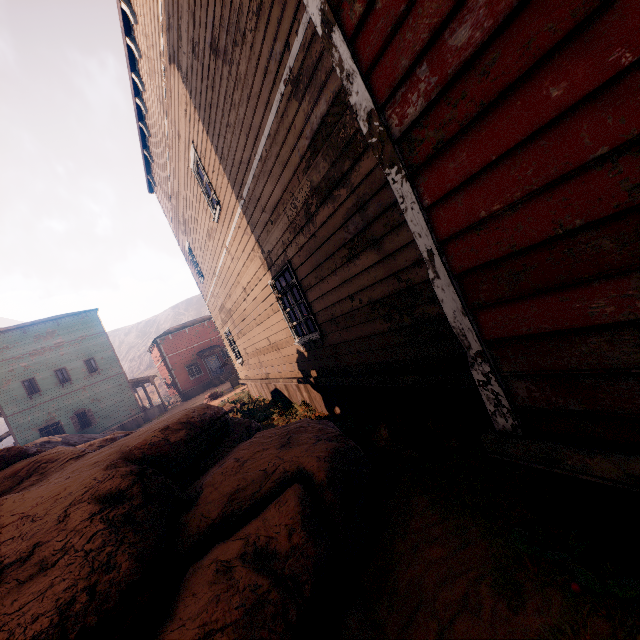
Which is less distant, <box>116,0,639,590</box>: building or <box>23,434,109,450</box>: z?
<box>116,0,639,590</box>: building

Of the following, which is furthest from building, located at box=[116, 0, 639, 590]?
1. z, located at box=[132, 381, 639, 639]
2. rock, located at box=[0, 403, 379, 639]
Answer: rock, located at box=[0, 403, 379, 639]

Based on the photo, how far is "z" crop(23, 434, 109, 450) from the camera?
9.4 meters

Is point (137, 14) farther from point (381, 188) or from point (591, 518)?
point (591, 518)

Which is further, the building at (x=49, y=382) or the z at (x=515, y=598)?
the building at (x=49, y=382)

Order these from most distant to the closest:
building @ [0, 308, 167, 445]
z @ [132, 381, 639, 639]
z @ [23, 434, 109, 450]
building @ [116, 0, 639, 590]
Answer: building @ [0, 308, 167, 445], z @ [23, 434, 109, 450], z @ [132, 381, 639, 639], building @ [116, 0, 639, 590]

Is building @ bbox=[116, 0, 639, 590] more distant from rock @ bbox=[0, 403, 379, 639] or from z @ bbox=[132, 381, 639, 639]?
rock @ bbox=[0, 403, 379, 639]
